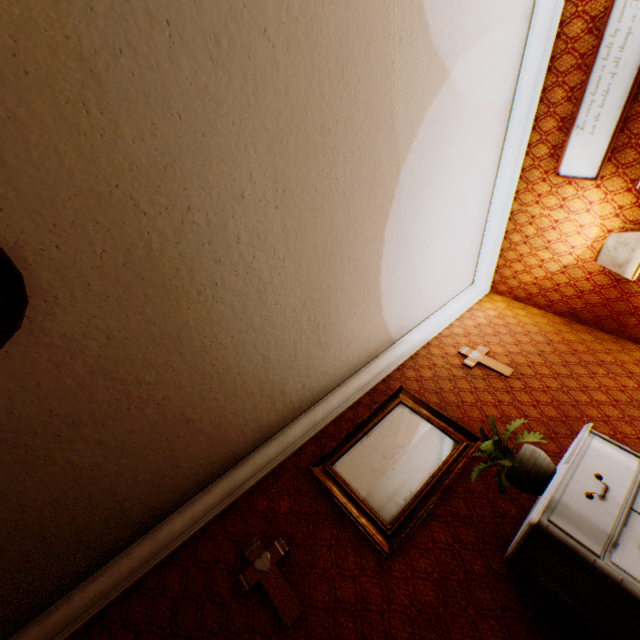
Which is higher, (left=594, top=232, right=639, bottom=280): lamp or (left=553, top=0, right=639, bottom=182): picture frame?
(left=553, top=0, right=639, bottom=182): picture frame

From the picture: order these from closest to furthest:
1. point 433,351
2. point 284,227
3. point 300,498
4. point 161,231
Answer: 1. point 161,231
2. point 284,227
3. point 300,498
4. point 433,351

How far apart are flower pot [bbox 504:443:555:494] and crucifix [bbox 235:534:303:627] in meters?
1.8 m

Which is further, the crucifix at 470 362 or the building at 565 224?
the crucifix at 470 362

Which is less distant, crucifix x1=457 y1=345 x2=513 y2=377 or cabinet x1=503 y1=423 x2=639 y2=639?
cabinet x1=503 y1=423 x2=639 y2=639

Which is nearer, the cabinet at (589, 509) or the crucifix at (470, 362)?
the cabinet at (589, 509)

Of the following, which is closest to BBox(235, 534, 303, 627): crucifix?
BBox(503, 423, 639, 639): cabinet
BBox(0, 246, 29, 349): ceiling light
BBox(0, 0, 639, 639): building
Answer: BBox(0, 0, 639, 639): building

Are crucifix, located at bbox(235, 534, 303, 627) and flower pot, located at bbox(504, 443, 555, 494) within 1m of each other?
no
